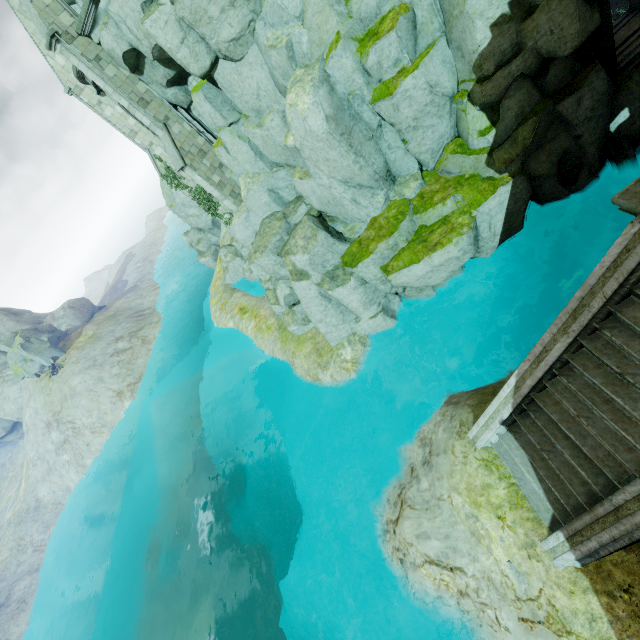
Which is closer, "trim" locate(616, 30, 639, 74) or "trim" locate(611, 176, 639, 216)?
"trim" locate(611, 176, 639, 216)

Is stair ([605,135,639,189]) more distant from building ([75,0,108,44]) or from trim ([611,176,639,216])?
building ([75,0,108,44])

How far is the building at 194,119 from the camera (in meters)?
16.44

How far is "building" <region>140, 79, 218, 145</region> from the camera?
16.4 meters

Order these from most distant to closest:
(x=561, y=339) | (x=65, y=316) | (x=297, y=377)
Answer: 1. (x=65, y=316)
2. (x=297, y=377)
3. (x=561, y=339)

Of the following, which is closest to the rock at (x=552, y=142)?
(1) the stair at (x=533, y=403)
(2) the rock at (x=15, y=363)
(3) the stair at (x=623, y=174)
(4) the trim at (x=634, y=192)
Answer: (3) the stair at (x=623, y=174)

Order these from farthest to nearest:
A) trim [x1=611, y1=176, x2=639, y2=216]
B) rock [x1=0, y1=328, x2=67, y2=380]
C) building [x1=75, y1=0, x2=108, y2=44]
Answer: rock [x1=0, y1=328, x2=67, y2=380]
building [x1=75, y1=0, x2=108, y2=44]
trim [x1=611, y1=176, x2=639, y2=216]

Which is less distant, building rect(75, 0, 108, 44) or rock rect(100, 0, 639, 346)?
rock rect(100, 0, 639, 346)
